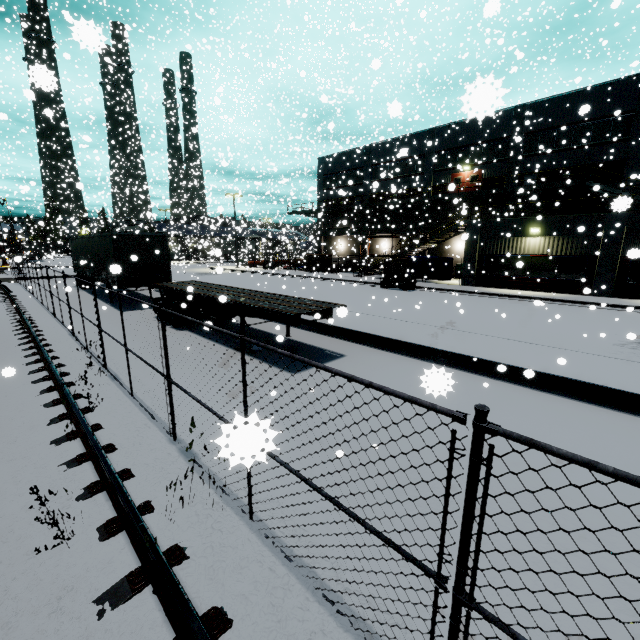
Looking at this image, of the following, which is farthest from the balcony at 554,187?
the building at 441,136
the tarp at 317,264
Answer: the tarp at 317,264

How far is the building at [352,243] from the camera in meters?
39.4

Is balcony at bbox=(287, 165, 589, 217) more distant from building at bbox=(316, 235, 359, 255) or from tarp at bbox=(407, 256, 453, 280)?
tarp at bbox=(407, 256, 453, 280)

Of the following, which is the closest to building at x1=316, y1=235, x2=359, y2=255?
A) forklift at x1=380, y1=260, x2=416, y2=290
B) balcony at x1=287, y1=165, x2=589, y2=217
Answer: balcony at x1=287, y1=165, x2=589, y2=217

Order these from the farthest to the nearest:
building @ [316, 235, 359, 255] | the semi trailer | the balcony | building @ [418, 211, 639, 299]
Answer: building @ [316, 235, 359, 255], the balcony, building @ [418, 211, 639, 299], the semi trailer

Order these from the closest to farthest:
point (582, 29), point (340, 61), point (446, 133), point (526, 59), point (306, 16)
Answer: point (306, 16) → point (582, 29) → point (340, 61) → point (446, 133) → point (526, 59)

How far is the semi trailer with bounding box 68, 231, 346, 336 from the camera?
9.25m

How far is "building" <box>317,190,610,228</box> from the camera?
25.94m
